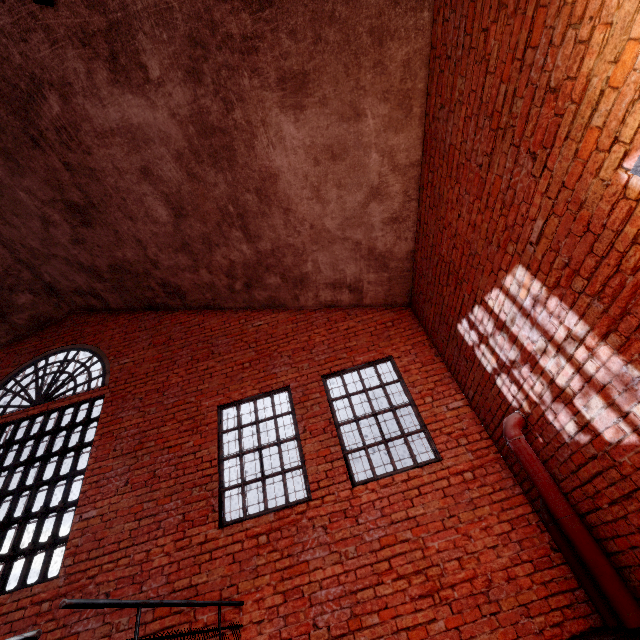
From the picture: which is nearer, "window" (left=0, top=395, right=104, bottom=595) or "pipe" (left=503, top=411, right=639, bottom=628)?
"pipe" (left=503, top=411, right=639, bottom=628)

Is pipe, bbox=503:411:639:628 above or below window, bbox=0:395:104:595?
below

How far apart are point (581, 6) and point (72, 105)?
5.85m

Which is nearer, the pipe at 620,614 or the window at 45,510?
the pipe at 620,614

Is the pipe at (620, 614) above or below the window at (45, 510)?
below
